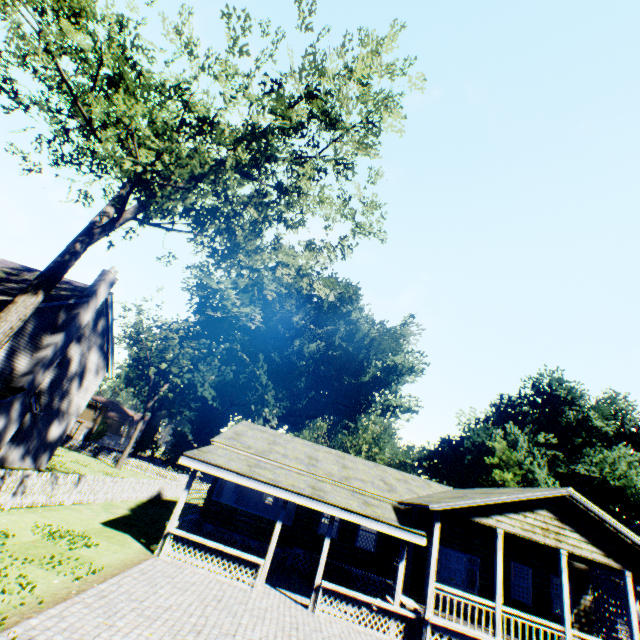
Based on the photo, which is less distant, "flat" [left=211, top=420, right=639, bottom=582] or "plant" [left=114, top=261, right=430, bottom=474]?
"flat" [left=211, top=420, right=639, bottom=582]

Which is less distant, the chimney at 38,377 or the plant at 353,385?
the chimney at 38,377

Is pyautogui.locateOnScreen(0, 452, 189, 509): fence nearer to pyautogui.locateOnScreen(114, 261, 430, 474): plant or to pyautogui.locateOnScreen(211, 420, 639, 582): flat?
pyautogui.locateOnScreen(114, 261, 430, 474): plant

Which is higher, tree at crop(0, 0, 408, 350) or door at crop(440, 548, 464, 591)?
tree at crop(0, 0, 408, 350)

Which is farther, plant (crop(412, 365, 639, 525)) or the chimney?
plant (crop(412, 365, 639, 525))

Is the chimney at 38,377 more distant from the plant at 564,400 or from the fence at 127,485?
the plant at 564,400

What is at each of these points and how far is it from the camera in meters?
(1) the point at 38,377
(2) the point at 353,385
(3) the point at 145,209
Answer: (1) chimney, 18.0 m
(2) plant, 45.2 m
(3) tree, 11.8 m

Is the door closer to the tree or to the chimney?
the tree
